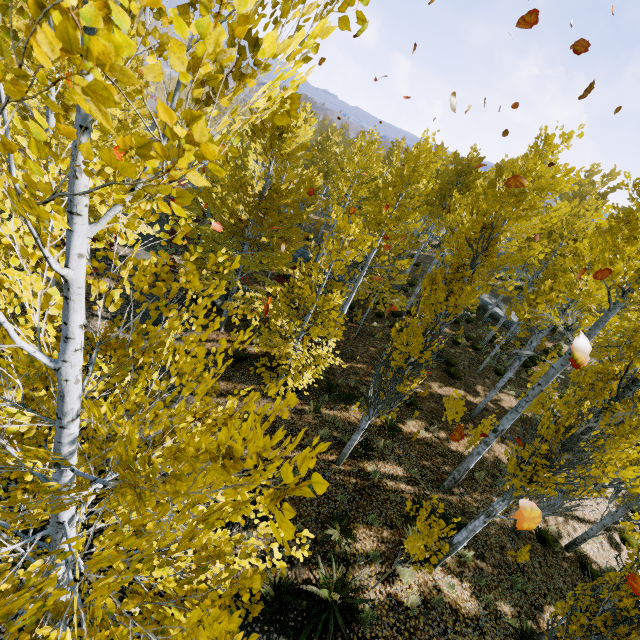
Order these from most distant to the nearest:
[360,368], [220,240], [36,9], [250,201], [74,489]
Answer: [360,368] → [220,240] → [250,201] → [74,489] → [36,9]

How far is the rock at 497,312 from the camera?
23.7m

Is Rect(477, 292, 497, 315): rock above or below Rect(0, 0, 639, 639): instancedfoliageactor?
below

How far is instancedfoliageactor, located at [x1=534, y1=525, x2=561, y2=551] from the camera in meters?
9.8 m

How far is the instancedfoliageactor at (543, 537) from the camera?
9.8 meters

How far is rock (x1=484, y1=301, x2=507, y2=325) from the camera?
23.7m

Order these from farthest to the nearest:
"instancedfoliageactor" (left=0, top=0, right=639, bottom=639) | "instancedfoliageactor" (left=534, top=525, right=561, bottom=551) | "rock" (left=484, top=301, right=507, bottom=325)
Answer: "rock" (left=484, top=301, right=507, bottom=325), "instancedfoliageactor" (left=534, top=525, right=561, bottom=551), "instancedfoliageactor" (left=0, top=0, right=639, bottom=639)
